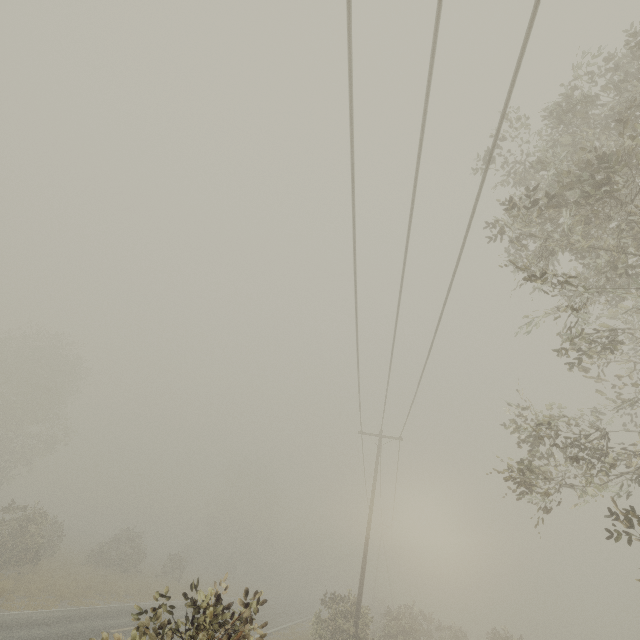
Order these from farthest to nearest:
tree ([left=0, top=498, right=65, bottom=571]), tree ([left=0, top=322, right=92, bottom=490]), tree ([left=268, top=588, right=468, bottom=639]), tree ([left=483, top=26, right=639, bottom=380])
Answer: tree ([left=0, top=322, right=92, bottom=490]), tree ([left=0, top=498, right=65, bottom=571]), tree ([left=268, top=588, right=468, bottom=639]), tree ([left=483, top=26, right=639, bottom=380])

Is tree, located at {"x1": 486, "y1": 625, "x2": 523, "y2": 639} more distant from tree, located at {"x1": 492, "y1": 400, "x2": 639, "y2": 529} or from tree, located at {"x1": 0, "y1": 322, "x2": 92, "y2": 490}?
tree, located at {"x1": 492, "y1": 400, "x2": 639, "y2": 529}

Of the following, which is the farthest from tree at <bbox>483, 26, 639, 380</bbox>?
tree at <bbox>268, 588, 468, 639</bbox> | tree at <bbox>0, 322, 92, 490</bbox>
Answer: tree at <bbox>268, 588, 468, 639</bbox>

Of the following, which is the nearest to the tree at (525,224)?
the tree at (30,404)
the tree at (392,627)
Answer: the tree at (30,404)

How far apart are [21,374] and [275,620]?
32.9 meters

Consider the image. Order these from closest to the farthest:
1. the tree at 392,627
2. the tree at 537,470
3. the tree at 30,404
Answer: the tree at 537,470 < the tree at 392,627 < the tree at 30,404
